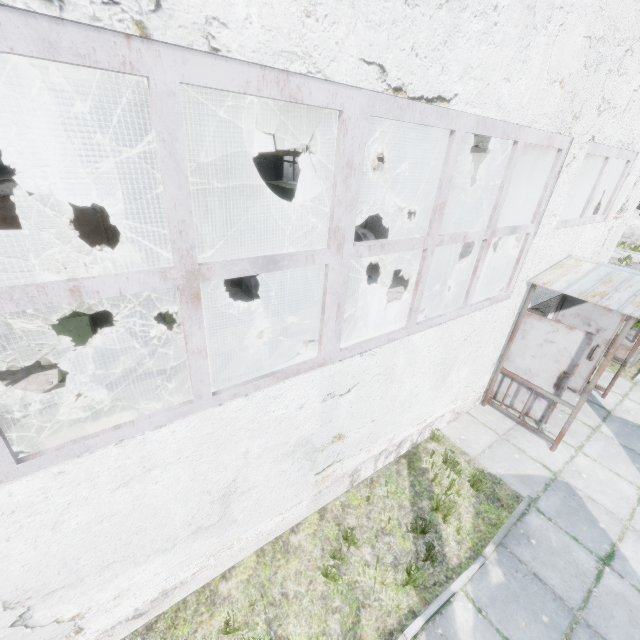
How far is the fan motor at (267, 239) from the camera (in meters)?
10.38

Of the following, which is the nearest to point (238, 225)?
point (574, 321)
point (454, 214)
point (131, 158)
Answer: point (574, 321)

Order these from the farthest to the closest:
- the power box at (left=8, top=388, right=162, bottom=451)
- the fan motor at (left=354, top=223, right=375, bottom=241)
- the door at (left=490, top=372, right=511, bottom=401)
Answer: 1. the fan motor at (left=354, top=223, right=375, bottom=241)
2. the door at (left=490, top=372, right=511, bottom=401)
3. the power box at (left=8, top=388, right=162, bottom=451)

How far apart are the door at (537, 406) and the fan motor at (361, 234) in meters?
6.8 m

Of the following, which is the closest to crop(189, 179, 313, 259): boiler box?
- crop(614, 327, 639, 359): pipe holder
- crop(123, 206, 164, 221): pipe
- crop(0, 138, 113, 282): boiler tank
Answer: crop(0, 138, 113, 282): boiler tank

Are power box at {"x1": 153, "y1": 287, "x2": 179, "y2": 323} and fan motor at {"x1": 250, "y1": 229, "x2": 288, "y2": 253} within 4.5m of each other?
yes

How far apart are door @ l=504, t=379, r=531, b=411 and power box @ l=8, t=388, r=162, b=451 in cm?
624

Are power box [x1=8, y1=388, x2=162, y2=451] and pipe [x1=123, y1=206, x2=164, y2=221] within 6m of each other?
no
